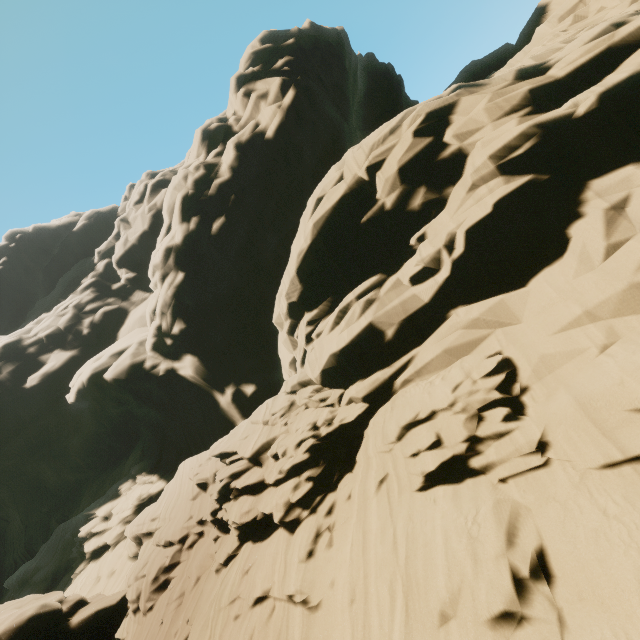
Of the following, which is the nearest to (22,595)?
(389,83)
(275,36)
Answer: (275,36)
